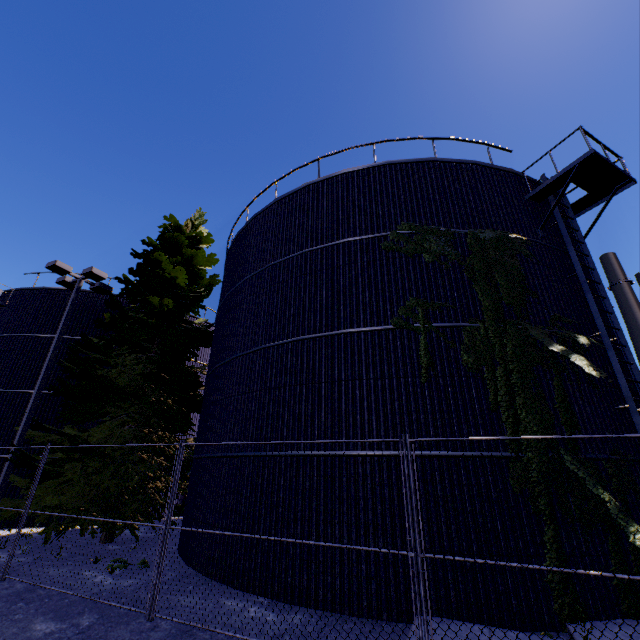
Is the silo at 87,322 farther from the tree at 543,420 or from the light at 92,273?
the light at 92,273

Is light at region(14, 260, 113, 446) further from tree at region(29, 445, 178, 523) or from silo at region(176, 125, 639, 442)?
silo at region(176, 125, 639, 442)

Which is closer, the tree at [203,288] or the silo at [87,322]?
the tree at [203,288]

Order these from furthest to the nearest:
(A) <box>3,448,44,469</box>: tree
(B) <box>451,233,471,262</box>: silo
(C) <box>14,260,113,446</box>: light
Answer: (C) <box>14,260,113,446</box>: light → (A) <box>3,448,44,469</box>: tree → (B) <box>451,233,471,262</box>: silo

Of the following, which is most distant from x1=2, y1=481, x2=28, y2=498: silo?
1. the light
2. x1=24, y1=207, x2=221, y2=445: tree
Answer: the light

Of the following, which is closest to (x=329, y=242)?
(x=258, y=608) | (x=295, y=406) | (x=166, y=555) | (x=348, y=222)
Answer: (x=348, y=222)

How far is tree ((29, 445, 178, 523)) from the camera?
10.5 meters
